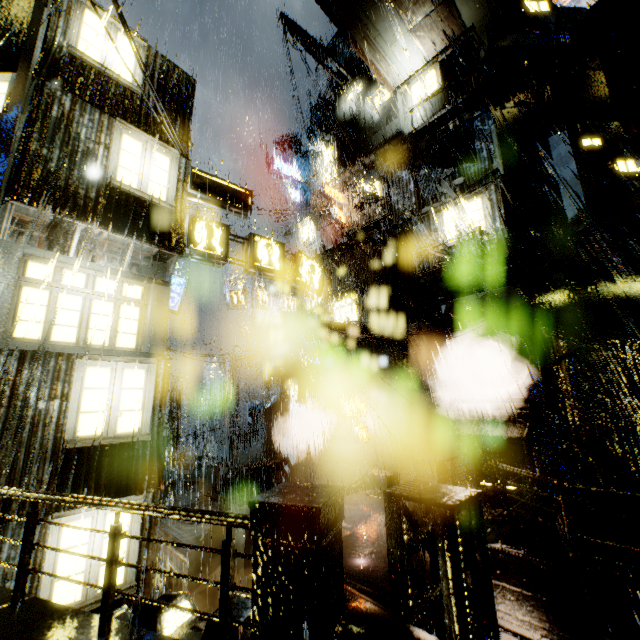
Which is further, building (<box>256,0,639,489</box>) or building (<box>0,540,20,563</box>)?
building (<box>256,0,639,489</box>)

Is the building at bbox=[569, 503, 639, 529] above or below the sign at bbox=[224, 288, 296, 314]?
below

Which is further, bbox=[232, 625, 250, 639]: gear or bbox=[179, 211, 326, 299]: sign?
bbox=[179, 211, 326, 299]: sign

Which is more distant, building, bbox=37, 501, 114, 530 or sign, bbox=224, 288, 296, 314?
sign, bbox=224, 288, 296, 314

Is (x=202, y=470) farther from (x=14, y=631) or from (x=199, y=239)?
(x=14, y=631)

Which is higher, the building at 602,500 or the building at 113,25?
the building at 113,25

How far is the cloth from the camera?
19.0 meters

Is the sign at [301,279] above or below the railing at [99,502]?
above
